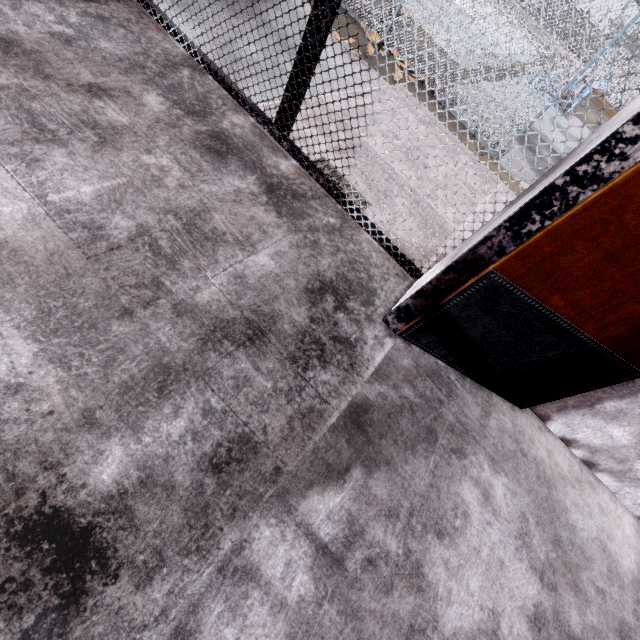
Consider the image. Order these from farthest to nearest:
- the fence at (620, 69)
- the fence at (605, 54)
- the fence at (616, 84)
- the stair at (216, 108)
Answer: the fence at (616, 84)
the fence at (620, 69)
the fence at (605, 54)
the stair at (216, 108)

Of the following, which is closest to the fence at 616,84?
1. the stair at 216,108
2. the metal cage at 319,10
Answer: the metal cage at 319,10

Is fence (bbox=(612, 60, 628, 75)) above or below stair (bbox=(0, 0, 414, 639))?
above

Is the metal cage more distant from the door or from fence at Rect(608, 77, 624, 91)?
fence at Rect(608, 77, 624, 91)

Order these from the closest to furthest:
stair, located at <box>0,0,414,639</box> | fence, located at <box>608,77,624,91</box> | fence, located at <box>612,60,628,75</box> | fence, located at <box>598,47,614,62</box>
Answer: stair, located at <box>0,0,414,639</box>
fence, located at <box>598,47,614,62</box>
fence, located at <box>612,60,628,75</box>
fence, located at <box>608,77,624,91</box>

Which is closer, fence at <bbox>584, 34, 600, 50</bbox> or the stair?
the stair

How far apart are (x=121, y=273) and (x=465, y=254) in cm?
147
